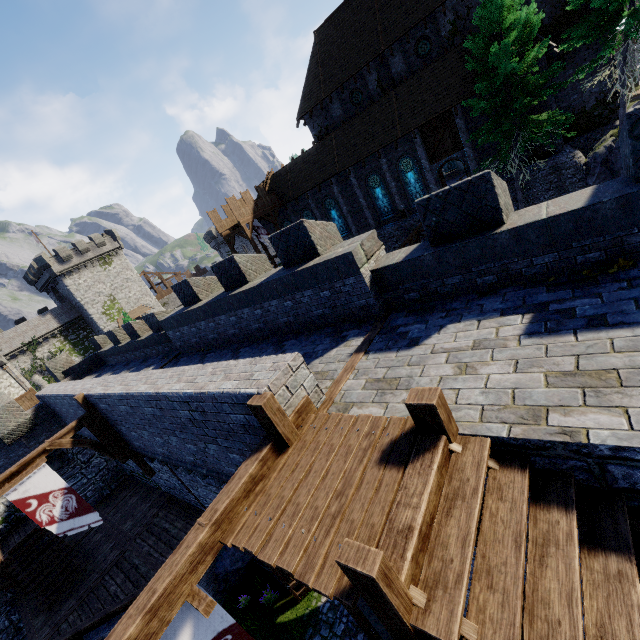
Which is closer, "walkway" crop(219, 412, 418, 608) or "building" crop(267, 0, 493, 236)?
"walkway" crop(219, 412, 418, 608)

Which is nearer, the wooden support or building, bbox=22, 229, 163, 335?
the wooden support

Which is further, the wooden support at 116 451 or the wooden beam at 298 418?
the wooden support at 116 451

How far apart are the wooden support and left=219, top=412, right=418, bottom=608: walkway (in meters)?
9.80

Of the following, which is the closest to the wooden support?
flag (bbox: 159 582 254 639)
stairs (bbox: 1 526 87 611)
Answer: stairs (bbox: 1 526 87 611)

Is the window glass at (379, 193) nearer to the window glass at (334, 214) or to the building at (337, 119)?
the building at (337, 119)

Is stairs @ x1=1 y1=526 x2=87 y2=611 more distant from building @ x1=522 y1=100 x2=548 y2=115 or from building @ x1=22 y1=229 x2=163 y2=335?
building @ x1=22 y1=229 x2=163 y2=335

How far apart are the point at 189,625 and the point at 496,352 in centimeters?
508cm
